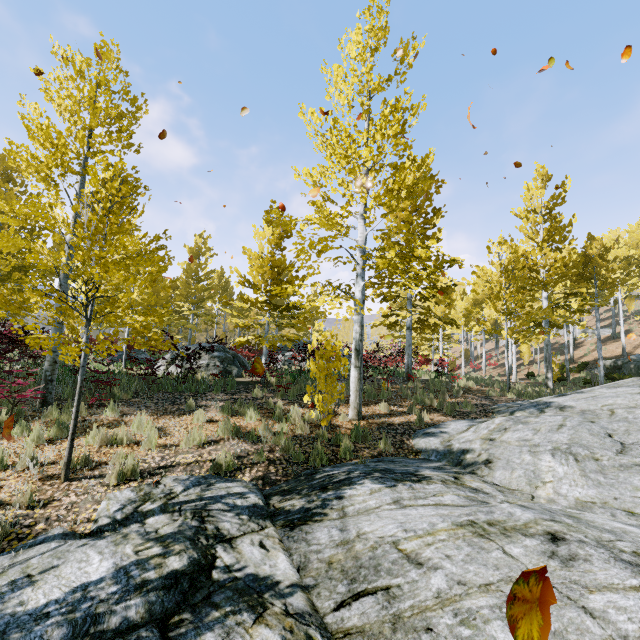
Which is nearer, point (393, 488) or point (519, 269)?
point (393, 488)

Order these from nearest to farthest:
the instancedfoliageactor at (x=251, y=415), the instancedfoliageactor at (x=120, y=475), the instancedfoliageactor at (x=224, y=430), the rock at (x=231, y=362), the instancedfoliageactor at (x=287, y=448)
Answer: the instancedfoliageactor at (x=120, y=475), the instancedfoliageactor at (x=287, y=448), the instancedfoliageactor at (x=224, y=430), the instancedfoliageactor at (x=251, y=415), the rock at (x=231, y=362)

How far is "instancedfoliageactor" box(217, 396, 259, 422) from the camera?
7.93m

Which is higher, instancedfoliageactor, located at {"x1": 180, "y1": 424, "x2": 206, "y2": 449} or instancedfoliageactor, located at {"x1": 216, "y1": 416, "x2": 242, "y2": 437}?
instancedfoliageactor, located at {"x1": 216, "y1": 416, "x2": 242, "y2": 437}

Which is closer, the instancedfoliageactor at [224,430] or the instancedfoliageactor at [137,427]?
the instancedfoliageactor at [137,427]

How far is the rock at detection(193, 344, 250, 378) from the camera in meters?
12.7
